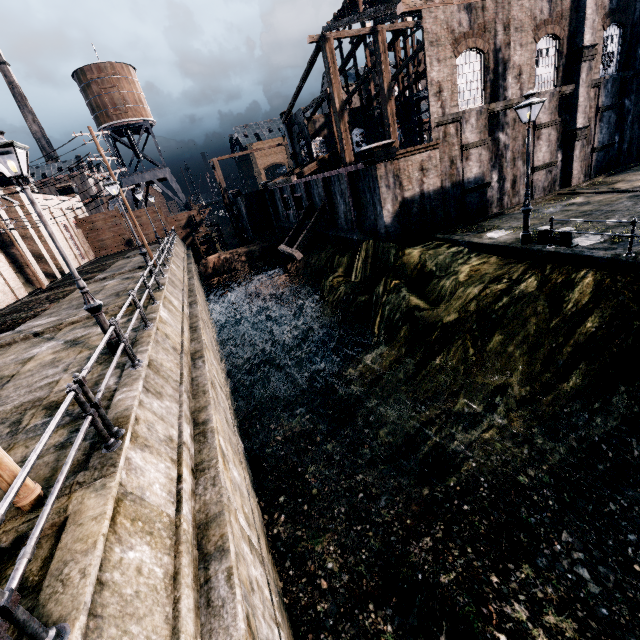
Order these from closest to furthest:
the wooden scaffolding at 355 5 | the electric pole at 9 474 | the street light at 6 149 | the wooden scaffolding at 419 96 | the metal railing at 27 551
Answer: the metal railing at 27 551
the electric pole at 9 474
the street light at 6 149
the wooden scaffolding at 355 5
the wooden scaffolding at 419 96

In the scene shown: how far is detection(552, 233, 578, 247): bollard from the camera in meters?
13.4 m

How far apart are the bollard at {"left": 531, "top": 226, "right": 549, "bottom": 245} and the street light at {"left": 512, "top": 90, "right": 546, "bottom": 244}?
0.42m

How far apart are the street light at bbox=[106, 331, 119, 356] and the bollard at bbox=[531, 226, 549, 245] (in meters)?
16.95

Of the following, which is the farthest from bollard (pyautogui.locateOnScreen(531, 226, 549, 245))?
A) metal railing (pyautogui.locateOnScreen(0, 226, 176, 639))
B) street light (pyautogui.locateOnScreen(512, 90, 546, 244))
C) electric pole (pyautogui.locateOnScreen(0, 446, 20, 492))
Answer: electric pole (pyautogui.locateOnScreen(0, 446, 20, 492))

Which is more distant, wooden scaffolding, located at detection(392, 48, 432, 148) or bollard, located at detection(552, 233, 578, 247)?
wooden scaffolding, located at detection(392, 48, 432, 148)

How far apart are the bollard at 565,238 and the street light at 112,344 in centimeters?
1695cm

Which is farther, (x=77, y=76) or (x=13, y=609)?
(x=77, y=76)
